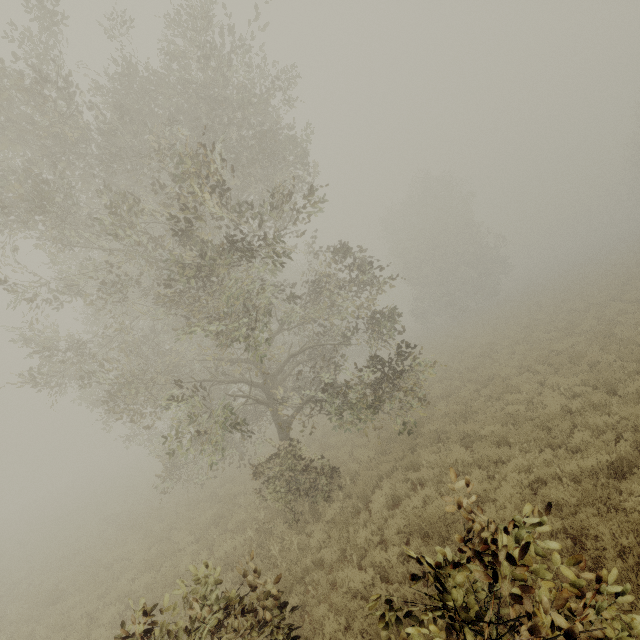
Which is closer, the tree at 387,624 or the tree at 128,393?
the tree at 387,624

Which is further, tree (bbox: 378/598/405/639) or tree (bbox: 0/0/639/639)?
tree (bbox: 0/0/639/639)

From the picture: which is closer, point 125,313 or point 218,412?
point 218,412
